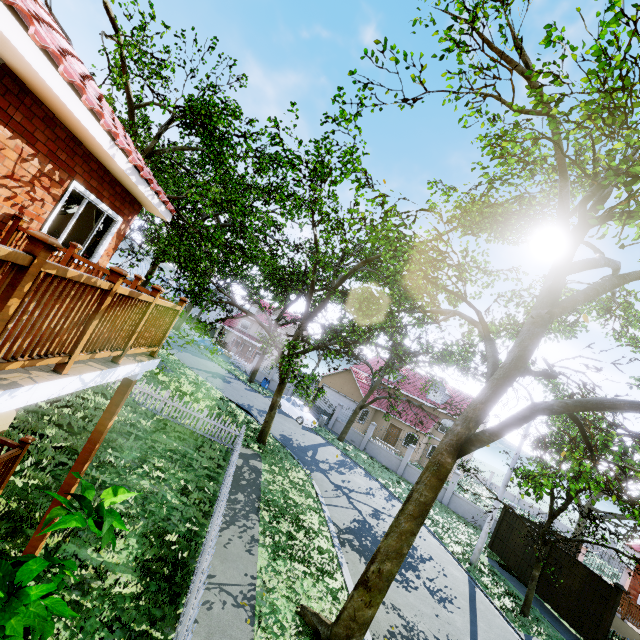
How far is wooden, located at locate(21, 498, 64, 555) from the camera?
4.78m

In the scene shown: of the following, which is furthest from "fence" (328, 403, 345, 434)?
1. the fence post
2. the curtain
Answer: the curtain

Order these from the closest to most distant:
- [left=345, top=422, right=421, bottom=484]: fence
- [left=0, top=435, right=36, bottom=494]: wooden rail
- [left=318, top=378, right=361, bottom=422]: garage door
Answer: [left=0, top=435, right=36, bottom=494]: wooden rail
[left=345, top=422, right=421, bottom=484]: fence
[left=318, top=378, right=361, bottom=422]: garage door

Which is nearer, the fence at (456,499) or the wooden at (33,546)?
the wooden at (33,546)

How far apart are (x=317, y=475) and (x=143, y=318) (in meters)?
14.80

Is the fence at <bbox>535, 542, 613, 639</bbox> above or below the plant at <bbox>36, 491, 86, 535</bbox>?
below

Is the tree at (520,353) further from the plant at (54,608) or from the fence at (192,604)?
the plant at (54,608)

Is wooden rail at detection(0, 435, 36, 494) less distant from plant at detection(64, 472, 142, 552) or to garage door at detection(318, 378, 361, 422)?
plant at detection(64, 472, 142, 552)
